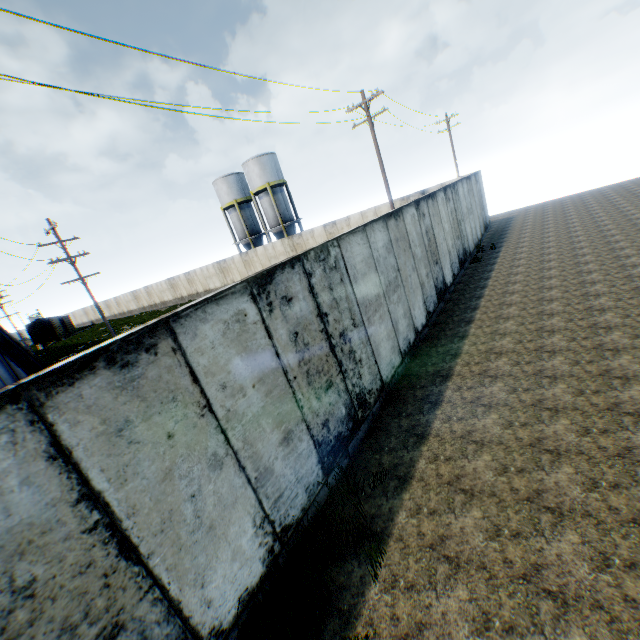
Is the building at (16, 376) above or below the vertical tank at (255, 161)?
below

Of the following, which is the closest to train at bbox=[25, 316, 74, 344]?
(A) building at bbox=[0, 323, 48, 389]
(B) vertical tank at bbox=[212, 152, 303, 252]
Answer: (A) building at bbox=[0, 323, 48, 389]

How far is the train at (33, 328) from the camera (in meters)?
48.75

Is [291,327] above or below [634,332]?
above

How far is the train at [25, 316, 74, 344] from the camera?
48.8m

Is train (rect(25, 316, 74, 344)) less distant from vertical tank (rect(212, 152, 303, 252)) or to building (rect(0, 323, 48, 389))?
building (rect(0, 323, 48, 389))

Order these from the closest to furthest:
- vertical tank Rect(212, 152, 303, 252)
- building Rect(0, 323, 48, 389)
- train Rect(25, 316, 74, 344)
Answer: building Rect(0, 323, 48, 389) → vertical tank Rect(212, 152, 303, 252) → train Rect(25, 316, 74, 344)
